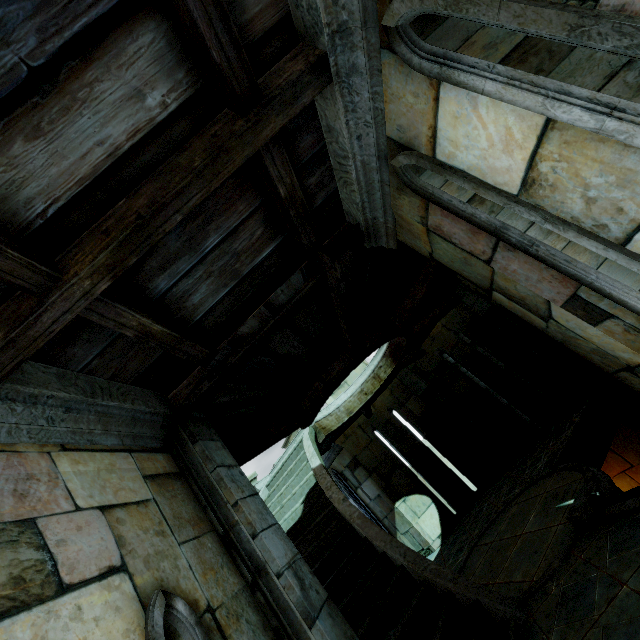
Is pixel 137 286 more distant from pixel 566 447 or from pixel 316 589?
pixel 566 447
